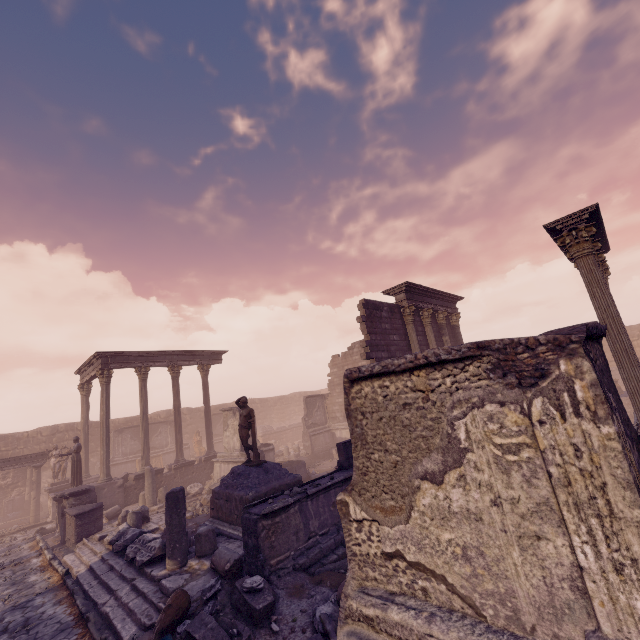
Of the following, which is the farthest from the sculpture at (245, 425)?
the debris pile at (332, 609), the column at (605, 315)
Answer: the column at (605, 315)

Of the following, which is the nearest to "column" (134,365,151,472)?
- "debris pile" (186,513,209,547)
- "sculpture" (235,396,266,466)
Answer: "debris pile" (186,513,209,547)

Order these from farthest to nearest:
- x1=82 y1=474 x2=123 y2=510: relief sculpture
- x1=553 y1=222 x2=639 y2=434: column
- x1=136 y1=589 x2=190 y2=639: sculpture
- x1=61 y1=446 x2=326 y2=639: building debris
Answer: x1=82 y1=474 x2=123 y2=510: relief sculpture → x1=553 y1=222 x2=639 y2=434: column → x1=61 y1=446 x2=326 y2=639: building debris → x1=136 y1=589 x2=190 y2=639: sculpture

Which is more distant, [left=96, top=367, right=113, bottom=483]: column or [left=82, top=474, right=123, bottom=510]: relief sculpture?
[left=96, top=367, right=113, bottom=483]: column

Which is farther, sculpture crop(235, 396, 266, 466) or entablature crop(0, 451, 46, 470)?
entablature crop(0, 451, 46, 470)

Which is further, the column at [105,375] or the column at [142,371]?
the column at [142,371]

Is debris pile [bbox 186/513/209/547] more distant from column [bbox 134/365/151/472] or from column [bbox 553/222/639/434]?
column [bbox 553/222/639/434]

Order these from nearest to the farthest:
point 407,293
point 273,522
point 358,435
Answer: point 358,435 < point 273,522 < point 407,293
